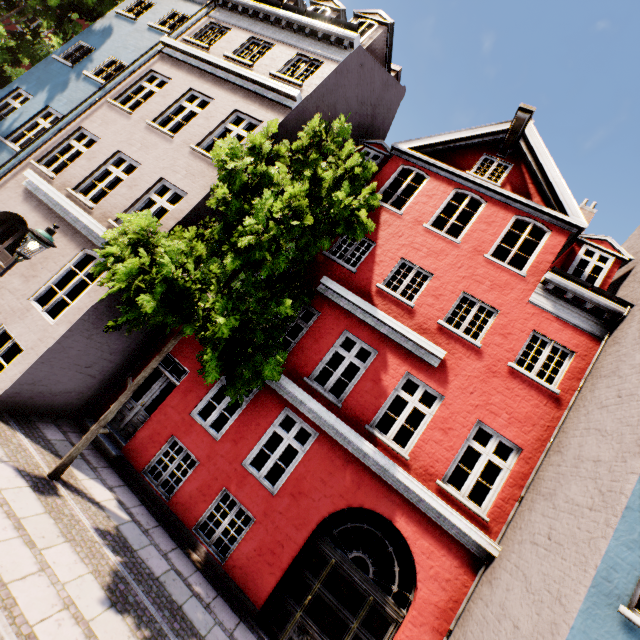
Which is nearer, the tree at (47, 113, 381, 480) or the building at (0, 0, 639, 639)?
the tree at (47, 113, 381, 480)

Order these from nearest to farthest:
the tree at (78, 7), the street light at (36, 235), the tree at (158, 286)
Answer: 1. the tree at (158, 286)
2. the street light at (36, 235)
3. the tree at (78, 7)

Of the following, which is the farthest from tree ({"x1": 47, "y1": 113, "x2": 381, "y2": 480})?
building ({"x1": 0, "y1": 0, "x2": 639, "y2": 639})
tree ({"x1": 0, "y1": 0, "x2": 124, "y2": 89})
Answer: tree ({"x1": 0, "y1": 0, "x2": 124, "y2": 89})

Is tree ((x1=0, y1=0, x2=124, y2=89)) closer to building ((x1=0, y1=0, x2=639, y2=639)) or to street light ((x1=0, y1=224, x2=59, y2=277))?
building ((x1=0, y1=0, x2=639, y2=639))

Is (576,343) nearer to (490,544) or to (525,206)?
(525,206)

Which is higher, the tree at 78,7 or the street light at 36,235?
the tree at 78,7

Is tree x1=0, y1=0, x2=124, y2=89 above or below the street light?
above
